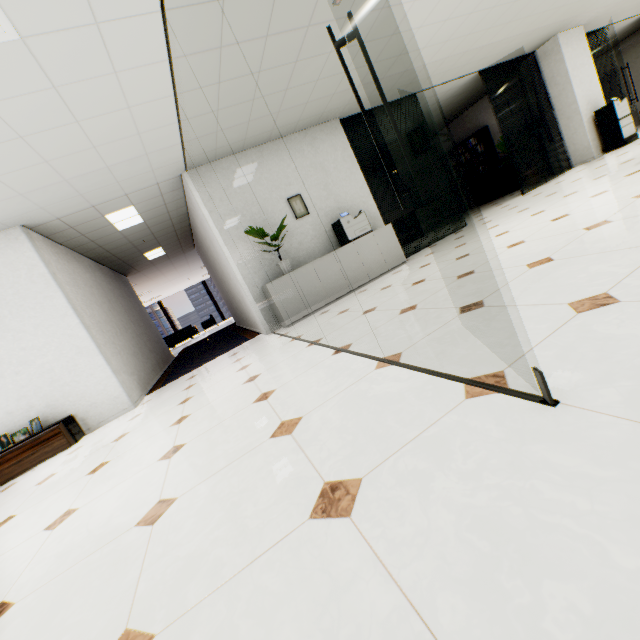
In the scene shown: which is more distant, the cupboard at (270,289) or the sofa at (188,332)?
the sofa at (188,332)

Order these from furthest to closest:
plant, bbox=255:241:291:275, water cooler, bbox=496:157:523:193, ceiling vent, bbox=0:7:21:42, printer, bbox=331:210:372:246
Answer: water cooler, bbox=496:157:523:193
printer, bbox=331:210:372:246
plant, bbox=255:241:291:275
ceiling vent, bbox=0:7:21:42

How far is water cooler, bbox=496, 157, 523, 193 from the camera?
9.9m

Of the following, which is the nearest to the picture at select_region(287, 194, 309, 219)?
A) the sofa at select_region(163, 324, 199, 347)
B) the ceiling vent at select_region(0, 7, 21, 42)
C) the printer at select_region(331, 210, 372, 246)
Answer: the printer at select_region(331, 210, 372, 246)

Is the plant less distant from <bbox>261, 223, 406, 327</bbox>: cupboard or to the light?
<bbox>261, 223, 406, 327</bbox>: cupboard

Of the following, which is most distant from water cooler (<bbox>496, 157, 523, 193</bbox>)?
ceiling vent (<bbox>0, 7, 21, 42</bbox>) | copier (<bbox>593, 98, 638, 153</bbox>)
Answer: ceiling vent (<bbox>0, 7, 21, 42</bbox>)

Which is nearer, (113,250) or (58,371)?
(58,371)

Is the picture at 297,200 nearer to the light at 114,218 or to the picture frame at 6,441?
the light at 114,218
